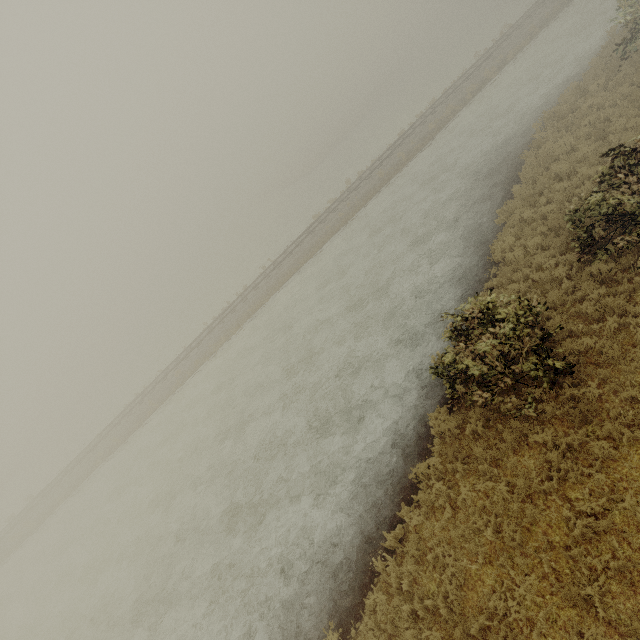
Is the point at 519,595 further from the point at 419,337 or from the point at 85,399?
the point at 85,399
